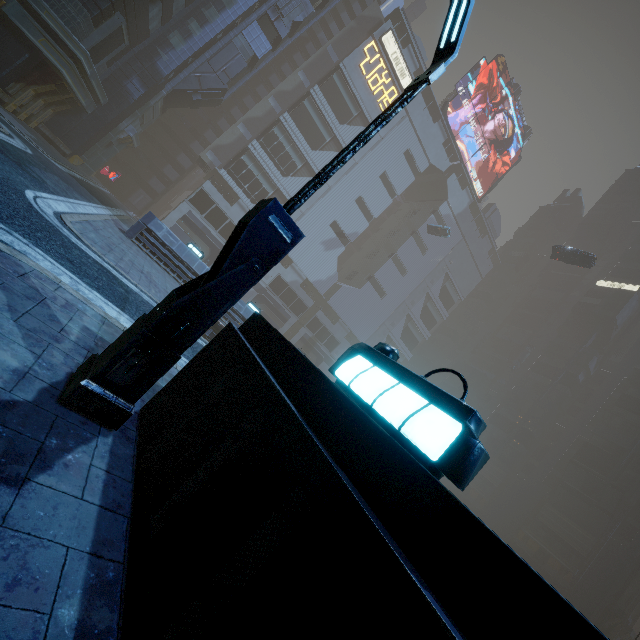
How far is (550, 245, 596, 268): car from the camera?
34.8 meters

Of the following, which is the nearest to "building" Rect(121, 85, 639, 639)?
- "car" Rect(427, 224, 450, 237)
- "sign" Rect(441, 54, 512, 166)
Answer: "sign" Rect(441, 54, 512, 166)

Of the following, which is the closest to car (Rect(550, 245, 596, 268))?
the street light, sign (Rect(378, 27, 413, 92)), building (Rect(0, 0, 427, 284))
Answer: building (Rect(0, 0, 427, 284))

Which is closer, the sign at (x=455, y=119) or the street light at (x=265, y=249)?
the street light at (x=265, y=249)

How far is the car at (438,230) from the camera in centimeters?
4944cm

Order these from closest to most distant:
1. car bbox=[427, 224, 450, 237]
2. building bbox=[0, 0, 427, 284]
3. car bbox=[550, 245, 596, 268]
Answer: building bbox=[0, 0, 427, 284]
car bbox=[550, 245, 596, 268]
car bbox=[427, 224, 450, 237]

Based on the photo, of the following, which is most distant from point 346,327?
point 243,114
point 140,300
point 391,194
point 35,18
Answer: point 140,300
